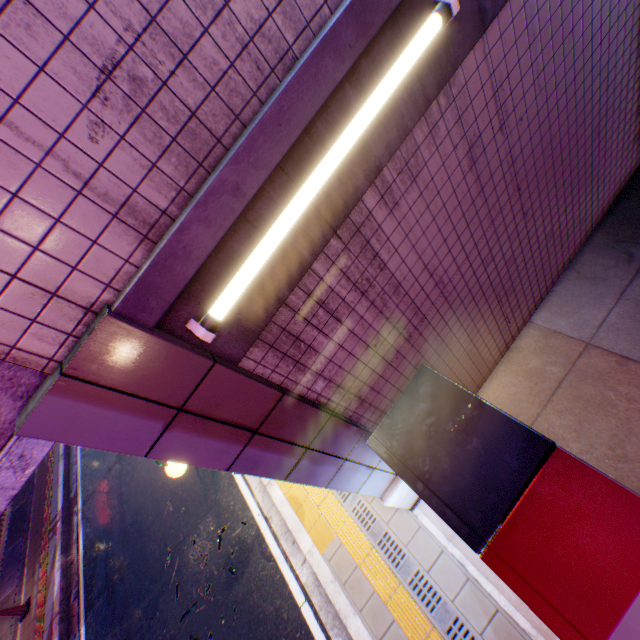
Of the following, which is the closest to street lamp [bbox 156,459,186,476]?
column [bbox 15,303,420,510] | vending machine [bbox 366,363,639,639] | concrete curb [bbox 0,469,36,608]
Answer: column [bbox 15,303,420,510]

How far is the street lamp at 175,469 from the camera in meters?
4.6

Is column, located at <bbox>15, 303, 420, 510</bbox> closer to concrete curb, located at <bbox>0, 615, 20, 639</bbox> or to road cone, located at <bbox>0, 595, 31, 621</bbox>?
concrete curb, located at <bbox>0, 615, 20, 639</bbox>

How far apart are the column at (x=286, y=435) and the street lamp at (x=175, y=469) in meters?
1.6

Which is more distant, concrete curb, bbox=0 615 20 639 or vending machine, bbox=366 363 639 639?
concrete curb, bbox=0 615 20 639

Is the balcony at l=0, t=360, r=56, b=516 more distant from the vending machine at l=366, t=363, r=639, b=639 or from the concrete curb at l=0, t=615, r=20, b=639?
the concrete curb at l=0, t=615, r=20, b=639

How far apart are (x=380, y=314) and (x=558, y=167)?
2.6m

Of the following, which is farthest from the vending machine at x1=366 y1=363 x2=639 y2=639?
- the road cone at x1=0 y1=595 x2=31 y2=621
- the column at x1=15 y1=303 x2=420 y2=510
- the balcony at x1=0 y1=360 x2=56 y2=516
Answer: the road cone at x1=0 y1=595 x2=31 y2=621
